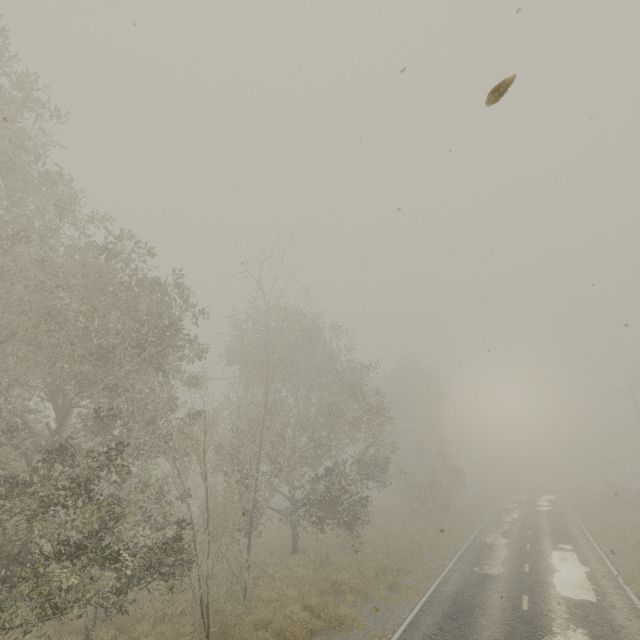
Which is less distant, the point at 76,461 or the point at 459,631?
the point at 459,631
